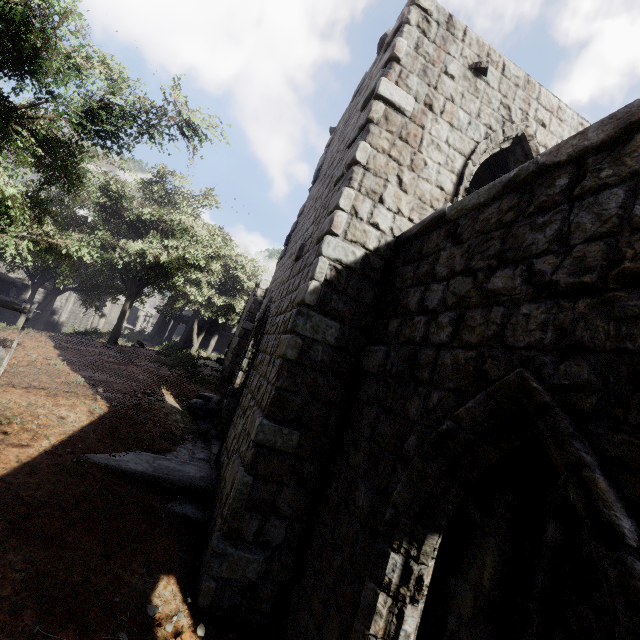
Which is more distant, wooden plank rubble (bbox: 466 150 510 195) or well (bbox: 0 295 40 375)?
wooden plank rubble (bbox: 466 150 510 195)

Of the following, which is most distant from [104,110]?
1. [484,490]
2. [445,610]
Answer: [445,610]

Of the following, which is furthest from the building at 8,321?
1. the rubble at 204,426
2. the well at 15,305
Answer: the well at 15,305

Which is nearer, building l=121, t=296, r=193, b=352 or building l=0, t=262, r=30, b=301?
building l=0, t=262, r=30, b=301

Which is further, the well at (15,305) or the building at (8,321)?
the building at (8,321)

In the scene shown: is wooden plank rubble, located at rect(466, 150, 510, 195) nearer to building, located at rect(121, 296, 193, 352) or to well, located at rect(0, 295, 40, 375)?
building, located at rect(121, 296, 193, 352)

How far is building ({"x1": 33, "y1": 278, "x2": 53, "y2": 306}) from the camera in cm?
2302

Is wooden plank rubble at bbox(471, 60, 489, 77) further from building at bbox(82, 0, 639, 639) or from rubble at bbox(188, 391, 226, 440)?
rubble at bbox(188, 391, 226, 440)
